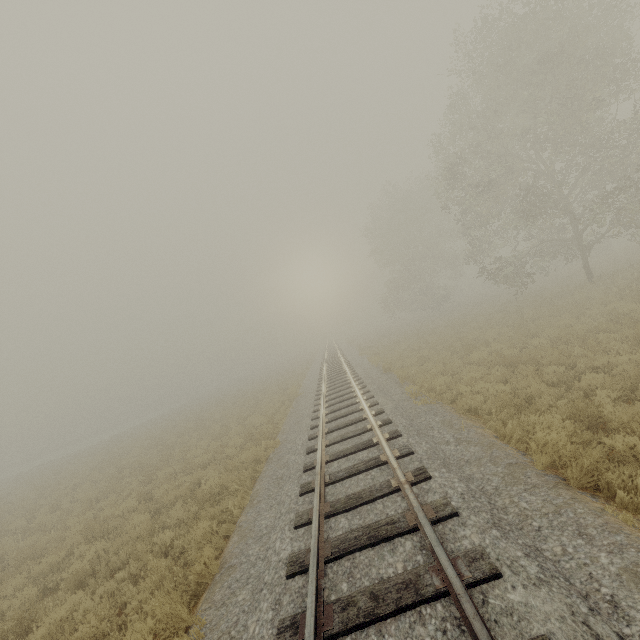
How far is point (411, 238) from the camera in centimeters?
4003cm
